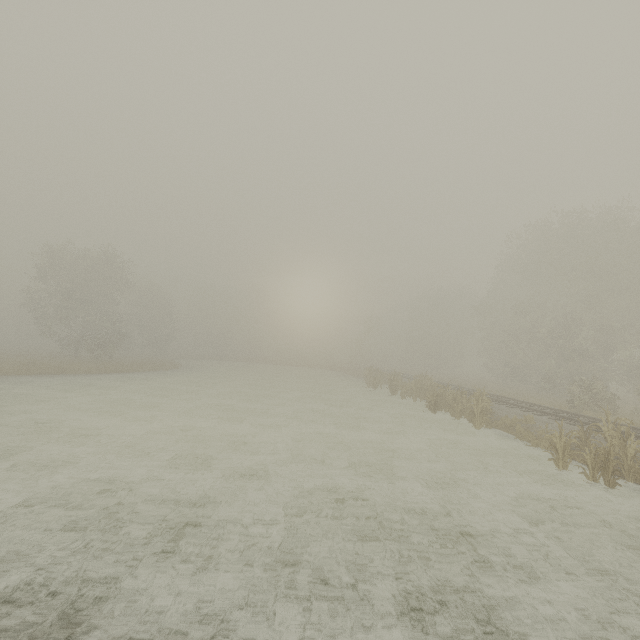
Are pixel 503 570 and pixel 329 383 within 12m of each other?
no

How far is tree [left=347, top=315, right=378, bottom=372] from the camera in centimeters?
4605cm

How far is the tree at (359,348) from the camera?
46.0 meters
